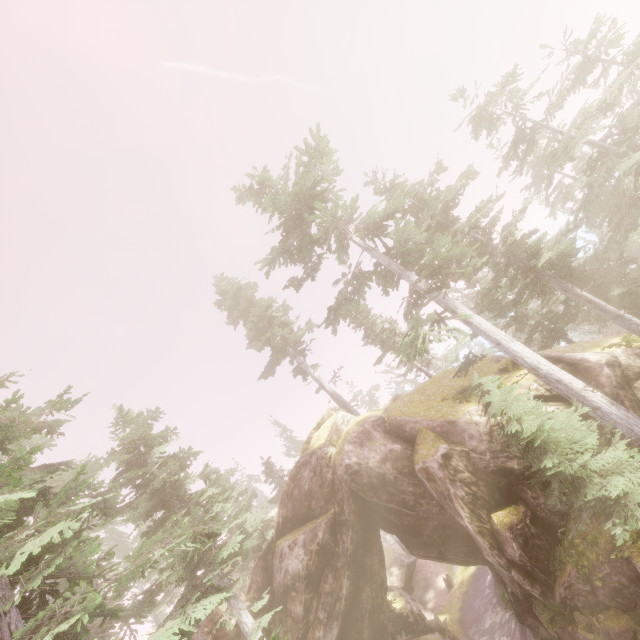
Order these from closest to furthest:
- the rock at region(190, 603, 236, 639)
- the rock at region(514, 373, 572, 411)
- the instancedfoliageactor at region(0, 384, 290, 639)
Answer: the instancedfoliageactor at region(0, 384, 290, 639) < the rock at region(514, 373, 572, 411) < the rock at region(190, 603, 236, 639)

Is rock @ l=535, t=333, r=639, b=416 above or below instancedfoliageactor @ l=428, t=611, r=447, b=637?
above

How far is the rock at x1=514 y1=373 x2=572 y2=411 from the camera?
14.6m

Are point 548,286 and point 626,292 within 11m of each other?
yes

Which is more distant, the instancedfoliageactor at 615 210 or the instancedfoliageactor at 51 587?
the instancedfoliageactor at 615 210

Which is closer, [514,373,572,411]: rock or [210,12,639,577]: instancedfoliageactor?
[210,12,639,577]: instancedfoliageactor

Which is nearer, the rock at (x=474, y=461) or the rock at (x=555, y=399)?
the rock at (x=474, y=461)
